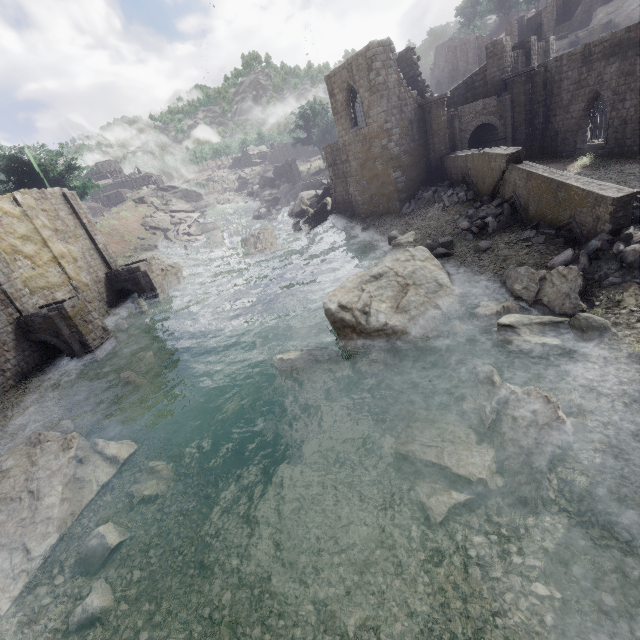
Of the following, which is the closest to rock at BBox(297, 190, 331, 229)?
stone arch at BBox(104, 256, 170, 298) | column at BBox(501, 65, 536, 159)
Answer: stone arch at BBox(104, 256, 170, 298)

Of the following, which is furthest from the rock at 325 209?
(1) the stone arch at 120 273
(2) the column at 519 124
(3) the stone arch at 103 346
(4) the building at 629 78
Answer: (3) the stone arch at 103 346

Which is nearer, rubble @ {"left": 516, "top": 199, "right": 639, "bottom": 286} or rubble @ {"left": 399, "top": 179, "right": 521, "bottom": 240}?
rubble @ {"left": 516, "top": 199, "right": 639, "bottom": 286}

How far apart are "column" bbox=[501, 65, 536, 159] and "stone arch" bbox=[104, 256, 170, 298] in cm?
3168

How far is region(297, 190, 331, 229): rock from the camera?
36.1m

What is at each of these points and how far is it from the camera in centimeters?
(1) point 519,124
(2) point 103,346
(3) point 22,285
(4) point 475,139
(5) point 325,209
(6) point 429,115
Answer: (1) column, 2545cm
(2) stone arch, 2036cm
(3) building, 1948cm
(4) building, 2894cm
(5) rock, 3628cm
(6) column, 2412cm

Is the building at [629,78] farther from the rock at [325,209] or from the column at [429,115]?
the rock at [325,209]

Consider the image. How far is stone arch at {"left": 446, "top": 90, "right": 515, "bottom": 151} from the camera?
24.6 meters
